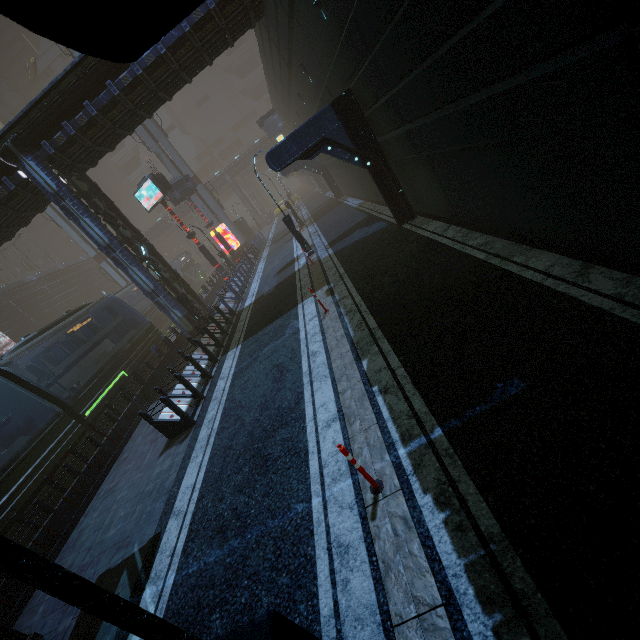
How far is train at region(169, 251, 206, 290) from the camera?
42.84m

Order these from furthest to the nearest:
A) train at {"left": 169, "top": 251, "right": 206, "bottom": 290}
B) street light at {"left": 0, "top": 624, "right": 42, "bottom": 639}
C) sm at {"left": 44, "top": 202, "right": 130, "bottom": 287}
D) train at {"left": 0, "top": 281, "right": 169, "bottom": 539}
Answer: train at {"left": 169, "top": 251, "right": 206, "bottom": 290}
sm at {"left": 44, "top": 202, "right": 130, "bottom": 287}
train at {"left": 0, "top": 281, "right": 169, "bottom": 539}
street light at {"left": 0, "top": 624, "right": 42, "bottom": 639}

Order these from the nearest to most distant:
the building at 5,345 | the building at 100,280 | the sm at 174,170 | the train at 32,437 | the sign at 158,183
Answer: the train at 32,437 < the sign at 158,183 < the sm at 174,170 < the building at 5,345 < the building at 100,280

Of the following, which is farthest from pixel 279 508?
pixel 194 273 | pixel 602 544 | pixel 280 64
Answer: pixel 194 273

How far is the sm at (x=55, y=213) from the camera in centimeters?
3628cm

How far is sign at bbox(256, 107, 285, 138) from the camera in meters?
35.4

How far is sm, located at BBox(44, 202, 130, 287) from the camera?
36.3 meters
